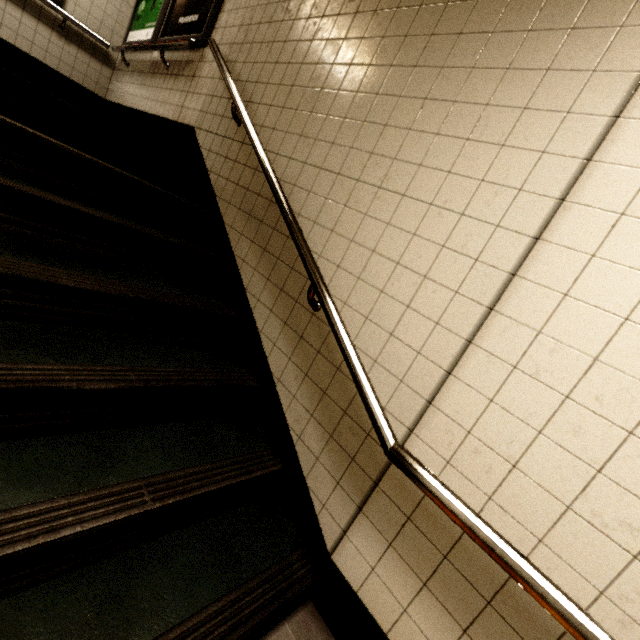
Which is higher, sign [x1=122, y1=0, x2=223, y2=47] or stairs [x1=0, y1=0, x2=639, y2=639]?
sign [x1=122, y1=0, x2=223, y2=47]

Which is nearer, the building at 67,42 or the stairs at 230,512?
the stairs at 230,512

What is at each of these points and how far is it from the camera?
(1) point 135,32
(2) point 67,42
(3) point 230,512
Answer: (1) sign, 4.3m
(2) building, 4.4m
(3) stairs, 1.5m

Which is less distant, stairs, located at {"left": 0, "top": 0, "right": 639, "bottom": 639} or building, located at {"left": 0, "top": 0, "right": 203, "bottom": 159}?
stairs, located at {"left": 0, "top": 0, "right": 639, "bottom": 639}

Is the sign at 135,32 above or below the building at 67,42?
above

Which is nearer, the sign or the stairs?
the stairs

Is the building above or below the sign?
below
